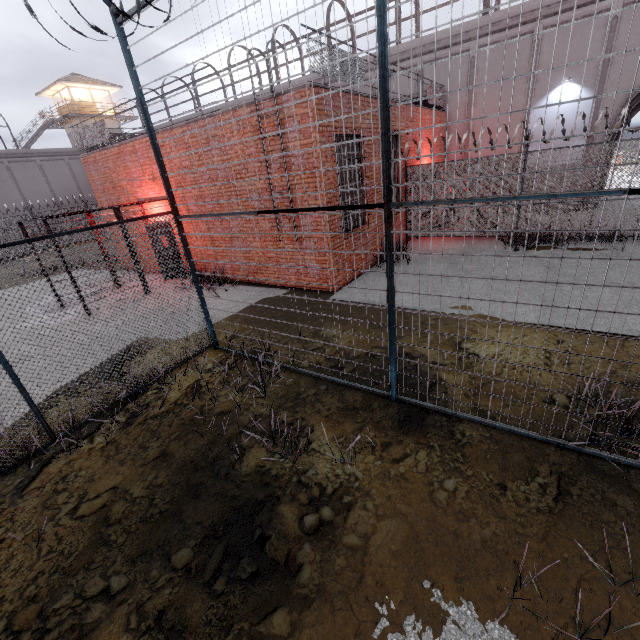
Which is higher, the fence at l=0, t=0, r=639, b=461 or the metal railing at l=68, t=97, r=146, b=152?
the metal railing at l=68, t=97, r=146, b=152

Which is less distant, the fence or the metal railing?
the fence

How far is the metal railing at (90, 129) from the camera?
11.7m

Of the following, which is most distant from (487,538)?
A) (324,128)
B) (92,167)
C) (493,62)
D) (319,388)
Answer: (493,62)

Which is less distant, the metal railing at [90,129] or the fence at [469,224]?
the fence at [469,224]

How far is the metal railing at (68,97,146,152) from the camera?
11.71m
